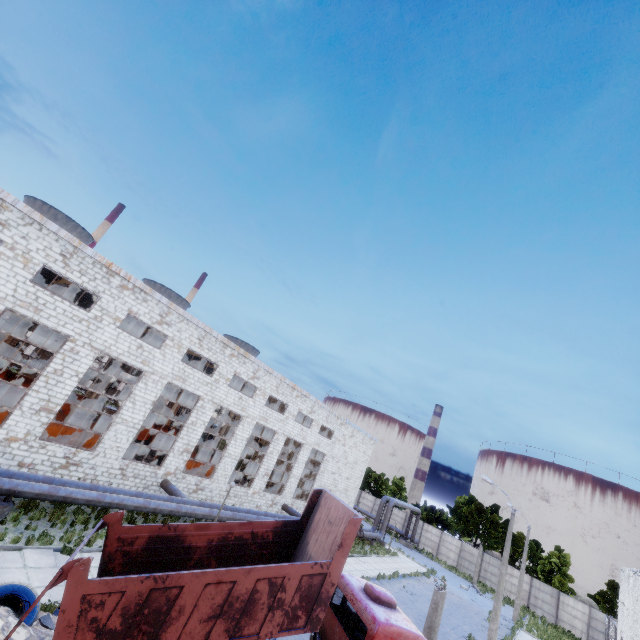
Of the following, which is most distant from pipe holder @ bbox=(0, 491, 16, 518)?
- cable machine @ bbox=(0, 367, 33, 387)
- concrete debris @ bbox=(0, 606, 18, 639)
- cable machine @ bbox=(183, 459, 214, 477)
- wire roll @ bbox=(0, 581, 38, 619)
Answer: cable machine @ bbox=(0, 367, 33, 387)

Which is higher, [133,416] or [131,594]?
[133,416]

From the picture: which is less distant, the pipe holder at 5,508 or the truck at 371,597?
the truck at 371,597

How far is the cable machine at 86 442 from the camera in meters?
18.9 m

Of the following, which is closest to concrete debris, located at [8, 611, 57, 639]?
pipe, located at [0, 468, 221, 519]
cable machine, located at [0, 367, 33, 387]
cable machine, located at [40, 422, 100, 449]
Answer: pipe, located at [0, 468, 221, 519]

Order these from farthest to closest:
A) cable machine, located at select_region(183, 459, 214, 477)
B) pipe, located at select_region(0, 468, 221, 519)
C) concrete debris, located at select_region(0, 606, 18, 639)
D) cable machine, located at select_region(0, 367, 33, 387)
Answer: cable machine, located at select_region(183, 459, 214, 477)
cable machine, located at select_region(0, 367, 33, 387)
pipe, located at select_region(0, 468, 221, 519)
concrete debris, located at select_region(0, 606, 18, 639)

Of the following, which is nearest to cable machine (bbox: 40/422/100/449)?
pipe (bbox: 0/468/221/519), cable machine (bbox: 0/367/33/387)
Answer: pipe (bbox: 0/468/221/519)

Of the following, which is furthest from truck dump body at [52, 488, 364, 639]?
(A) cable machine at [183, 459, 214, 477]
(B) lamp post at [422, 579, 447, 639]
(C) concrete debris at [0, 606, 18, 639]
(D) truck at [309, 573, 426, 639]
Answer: (A) cable machine at [183, 459, 214, 477]
